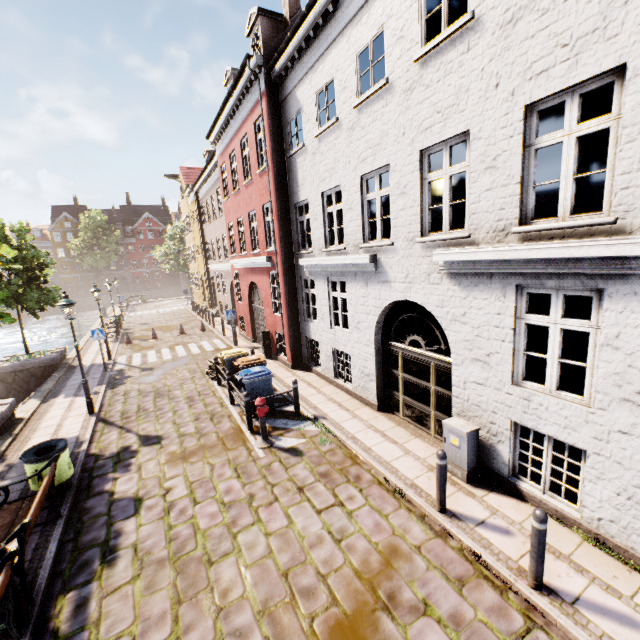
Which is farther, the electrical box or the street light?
the electrical box

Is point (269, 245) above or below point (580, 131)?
below

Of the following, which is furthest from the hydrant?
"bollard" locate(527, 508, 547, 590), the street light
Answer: "bollard" locate(527, 508, 547, 590)

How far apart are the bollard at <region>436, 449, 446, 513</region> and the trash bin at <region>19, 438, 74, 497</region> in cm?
717

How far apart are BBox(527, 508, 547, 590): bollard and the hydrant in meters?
5.3

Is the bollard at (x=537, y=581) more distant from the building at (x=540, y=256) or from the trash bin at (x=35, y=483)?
the trash bin at (x=35, y=483)

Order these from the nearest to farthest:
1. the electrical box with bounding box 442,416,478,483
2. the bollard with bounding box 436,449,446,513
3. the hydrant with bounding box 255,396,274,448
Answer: the bollard with bounding box 436,449,446,513, the electrical box with bounding box 442,416,478,483, the hydrant with bounding box 255,396,274,448

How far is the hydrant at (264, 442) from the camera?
7.7m
